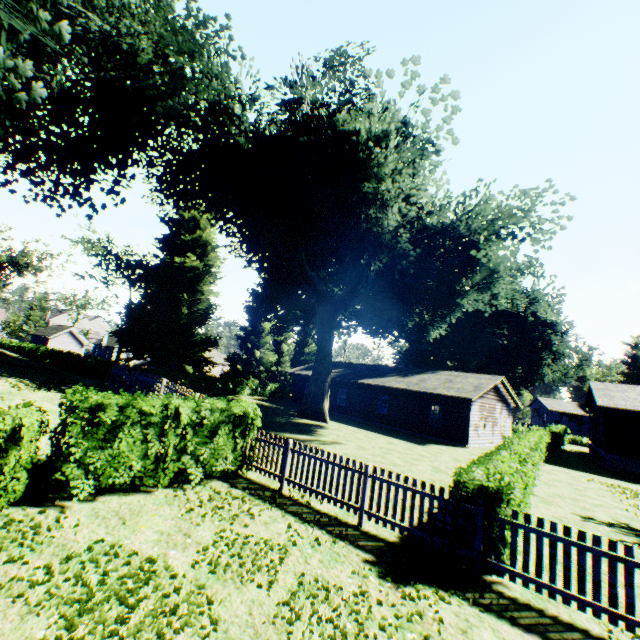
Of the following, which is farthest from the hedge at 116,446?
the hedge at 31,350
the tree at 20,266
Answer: the hedge at 31,350

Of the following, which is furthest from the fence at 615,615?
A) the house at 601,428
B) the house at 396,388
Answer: the house at 601,428

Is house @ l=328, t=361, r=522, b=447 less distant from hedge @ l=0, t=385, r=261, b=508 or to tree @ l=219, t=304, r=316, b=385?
tree @ l=219, t=304, r=316, b=385

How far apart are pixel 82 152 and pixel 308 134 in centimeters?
1365cm

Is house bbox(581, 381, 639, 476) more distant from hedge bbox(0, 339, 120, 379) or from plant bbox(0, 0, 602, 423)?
hedge bbox(0, 339, 120, 379)

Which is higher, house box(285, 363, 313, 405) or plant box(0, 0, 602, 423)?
plant box(0, 0, 602, 423)

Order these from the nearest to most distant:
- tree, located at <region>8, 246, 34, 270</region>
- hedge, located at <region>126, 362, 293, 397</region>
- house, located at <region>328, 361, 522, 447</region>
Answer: house, located at <region>328, 361, 522, 447</region> → hedge, located at <region>126, 362, 293, 397</region> → tree, located at <region>8, 246, 34, 270</region>

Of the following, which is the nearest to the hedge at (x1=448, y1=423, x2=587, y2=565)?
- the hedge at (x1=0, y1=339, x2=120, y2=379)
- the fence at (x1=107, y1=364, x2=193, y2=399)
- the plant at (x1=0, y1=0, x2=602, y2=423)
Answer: the fence at (x1=107, y1=364, x2=193, y2=399)
